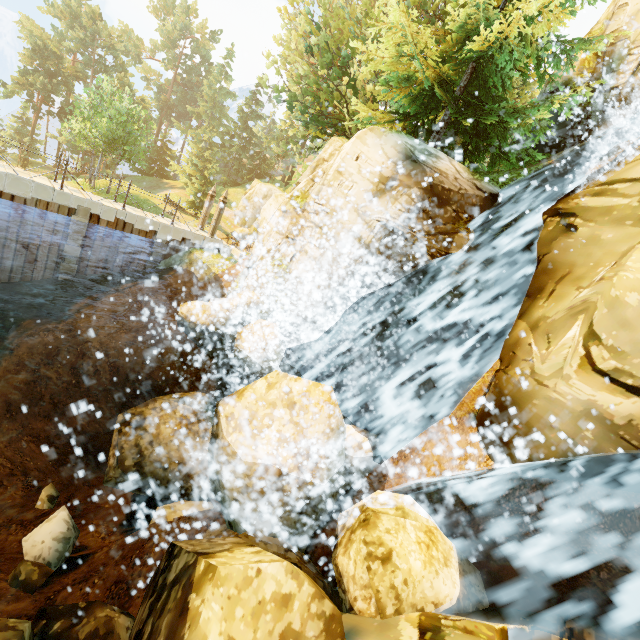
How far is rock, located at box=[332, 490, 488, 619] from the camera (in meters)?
3.93

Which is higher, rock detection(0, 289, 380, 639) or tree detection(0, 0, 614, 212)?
tree detection(0, 0, 614, 212)

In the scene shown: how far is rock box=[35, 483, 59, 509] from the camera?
8.6m

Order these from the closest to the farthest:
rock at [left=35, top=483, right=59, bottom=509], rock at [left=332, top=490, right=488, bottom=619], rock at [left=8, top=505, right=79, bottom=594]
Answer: rock at [left=332, top=490, right=488, bottom=619] → rock at [left=8, top=505, right=79, bottom=594] → rock at [left=35, top=483, right=59, bottom=509]

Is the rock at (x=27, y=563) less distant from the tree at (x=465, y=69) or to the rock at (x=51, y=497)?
the rock at (x=51, y=497)

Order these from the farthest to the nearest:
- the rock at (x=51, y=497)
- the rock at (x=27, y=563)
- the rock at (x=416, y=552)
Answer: the rock at (x=51, y=497) < the rock at (x=27, y=563) < the rock at (x=416, y=552)

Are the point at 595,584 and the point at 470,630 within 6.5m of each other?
A: yes

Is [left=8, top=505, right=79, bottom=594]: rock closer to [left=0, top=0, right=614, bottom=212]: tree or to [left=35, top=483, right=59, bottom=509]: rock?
[left=35, top=483, right=59, bottom=509]: rock
